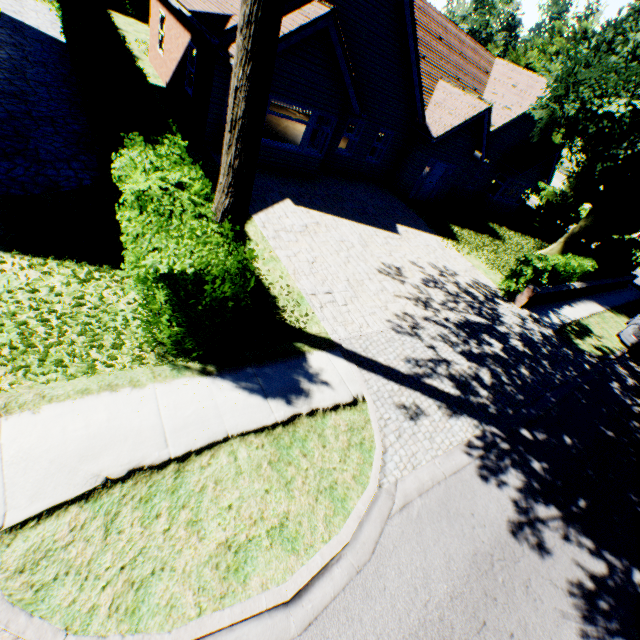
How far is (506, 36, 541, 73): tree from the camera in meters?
26.0

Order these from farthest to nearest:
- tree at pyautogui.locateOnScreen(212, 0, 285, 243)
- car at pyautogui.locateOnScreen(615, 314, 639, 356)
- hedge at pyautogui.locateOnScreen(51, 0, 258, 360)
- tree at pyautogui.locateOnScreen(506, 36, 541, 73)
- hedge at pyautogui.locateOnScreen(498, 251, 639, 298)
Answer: tree at pyautogui.locateOnScreen(506, 36, 541, 73) < car at pyautogui.locateOnScreen(615, 314, 639, 356) < hedge at pyautogui.locateOnScreen(498, 251, 639, 298) < hedge at pyautogui.locateOnScreen(51, 0, 258, 360) < tree at pyautogui.locateOnScreen(212, 0, 285, 243)

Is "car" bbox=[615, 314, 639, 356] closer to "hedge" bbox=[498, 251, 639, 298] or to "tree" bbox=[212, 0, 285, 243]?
"tree" bbox=[212, 0, 285, 243]

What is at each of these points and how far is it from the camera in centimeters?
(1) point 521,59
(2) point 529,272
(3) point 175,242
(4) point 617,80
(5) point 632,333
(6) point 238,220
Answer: (1) tree, 2658cm
(2) hedge, 1248cm
(3) hedge, 422cm
(4) tree, 1298cm
(5) car, 1433cm
(6) tree, 537cm

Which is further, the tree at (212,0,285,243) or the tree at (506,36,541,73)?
the tree at (506,36,541,73)

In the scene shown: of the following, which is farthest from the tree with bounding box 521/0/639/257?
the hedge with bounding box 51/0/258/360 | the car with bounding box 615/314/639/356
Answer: the car with bounding box 615/314/639/356

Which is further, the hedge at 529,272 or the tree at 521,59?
the tree at 521,59

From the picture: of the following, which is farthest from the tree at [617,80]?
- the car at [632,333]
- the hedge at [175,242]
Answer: the car at [632,333]
